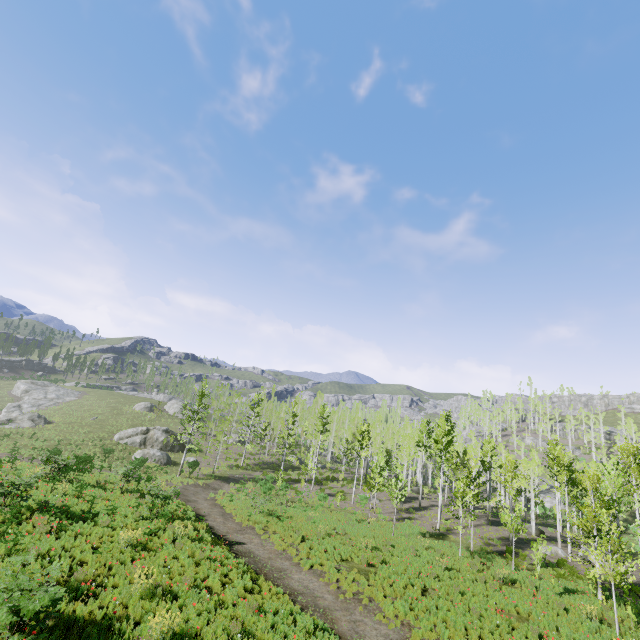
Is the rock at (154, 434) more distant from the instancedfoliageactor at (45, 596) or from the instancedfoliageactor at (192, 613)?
the instancedfoliageactor at (192, 613)

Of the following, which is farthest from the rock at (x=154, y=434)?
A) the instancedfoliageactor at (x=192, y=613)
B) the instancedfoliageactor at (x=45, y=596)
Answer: the instancedfoliageactor at (x=192, y=613)

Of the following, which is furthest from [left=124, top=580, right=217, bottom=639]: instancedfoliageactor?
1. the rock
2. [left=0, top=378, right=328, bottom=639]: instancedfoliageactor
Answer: the rock

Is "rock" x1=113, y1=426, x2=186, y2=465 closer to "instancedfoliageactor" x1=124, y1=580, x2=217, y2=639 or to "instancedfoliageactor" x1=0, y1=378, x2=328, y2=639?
"instancedfoliageactor" x1=0, y1=378, x2=328, y2=639

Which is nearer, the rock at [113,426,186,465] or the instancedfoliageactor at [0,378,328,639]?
the instancedfoliageactor at [0,378,328,639]

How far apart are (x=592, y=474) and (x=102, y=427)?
77.1m
